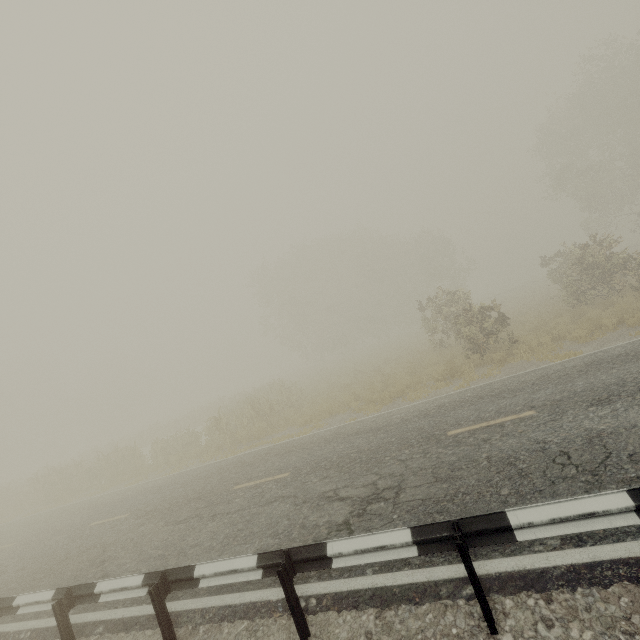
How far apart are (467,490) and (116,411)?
65.8 meters
